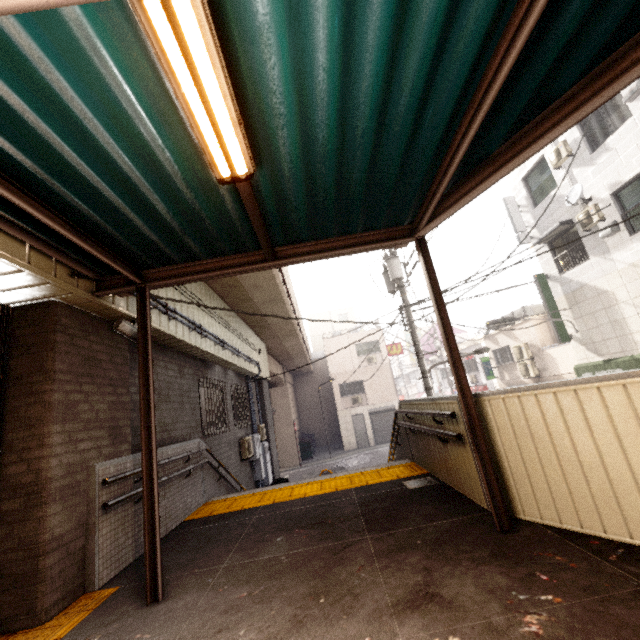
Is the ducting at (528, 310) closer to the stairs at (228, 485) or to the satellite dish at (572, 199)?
the satellite dish at (572, 199)

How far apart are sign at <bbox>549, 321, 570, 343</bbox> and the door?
15.63m

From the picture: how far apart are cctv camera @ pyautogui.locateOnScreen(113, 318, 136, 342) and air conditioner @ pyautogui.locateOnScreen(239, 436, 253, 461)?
6.0 meters

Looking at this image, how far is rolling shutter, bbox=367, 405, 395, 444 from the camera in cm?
2491

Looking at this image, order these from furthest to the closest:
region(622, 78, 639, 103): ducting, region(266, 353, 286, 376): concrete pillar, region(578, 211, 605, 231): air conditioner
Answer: region(266, 353, 286, 376): concrete pillar, region(578, 211, 605, 231): air conditioner, region(622, 78, 639, 103): ducting

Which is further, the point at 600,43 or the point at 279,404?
the point at 279,404

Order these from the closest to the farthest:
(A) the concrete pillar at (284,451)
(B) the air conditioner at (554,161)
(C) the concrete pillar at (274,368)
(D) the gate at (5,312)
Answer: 1. (D) the gate at (5,312)
2. (B) the air conditioner at (554,161)
3. (A) the concrete pillar at (284,451)
4. (C) the concrete pillar at (274,368)

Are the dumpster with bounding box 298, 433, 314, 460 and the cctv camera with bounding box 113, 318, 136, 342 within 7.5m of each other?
no
